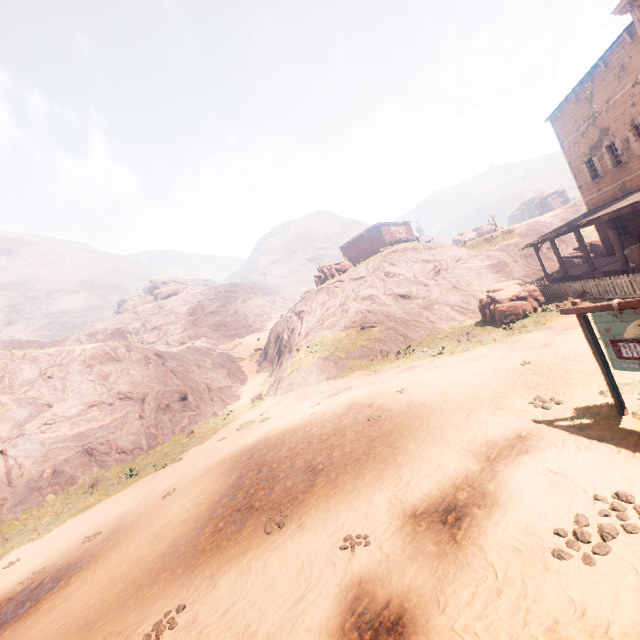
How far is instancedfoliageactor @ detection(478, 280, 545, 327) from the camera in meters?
16.9 m

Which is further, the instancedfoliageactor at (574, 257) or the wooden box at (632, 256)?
the instancedfoliageactor at (574, 257)

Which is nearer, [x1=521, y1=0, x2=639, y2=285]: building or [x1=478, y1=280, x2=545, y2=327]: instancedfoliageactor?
[x1=521, y1=0, x2=639, y2=285]: building

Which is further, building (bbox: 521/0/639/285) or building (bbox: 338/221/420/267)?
building (bbox: 338/221/420/267)

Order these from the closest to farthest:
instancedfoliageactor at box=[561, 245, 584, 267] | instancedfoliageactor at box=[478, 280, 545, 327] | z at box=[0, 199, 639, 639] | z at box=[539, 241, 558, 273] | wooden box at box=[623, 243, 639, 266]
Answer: z at box=[0, 199, 639, 639]
wooden box at box=[623, 243, 639, 266]
instancedfoliageactor at box=[478, 280, 545, 327]
instancedfoliageactor at box=[561, 245, 584, 267]
z at box=[539, 241, 558, 273]

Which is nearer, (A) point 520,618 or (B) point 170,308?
(A) point 520,618

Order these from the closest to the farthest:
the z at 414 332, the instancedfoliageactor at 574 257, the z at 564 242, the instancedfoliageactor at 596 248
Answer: the z at 414 332 < the instancedfoliageactor at 596 248 < the instancedfoliageactor at 574 257 < the z at 564 242

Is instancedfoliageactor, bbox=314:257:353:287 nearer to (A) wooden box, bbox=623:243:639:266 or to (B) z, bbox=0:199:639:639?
(B) z, bbox=0:199:639:639
